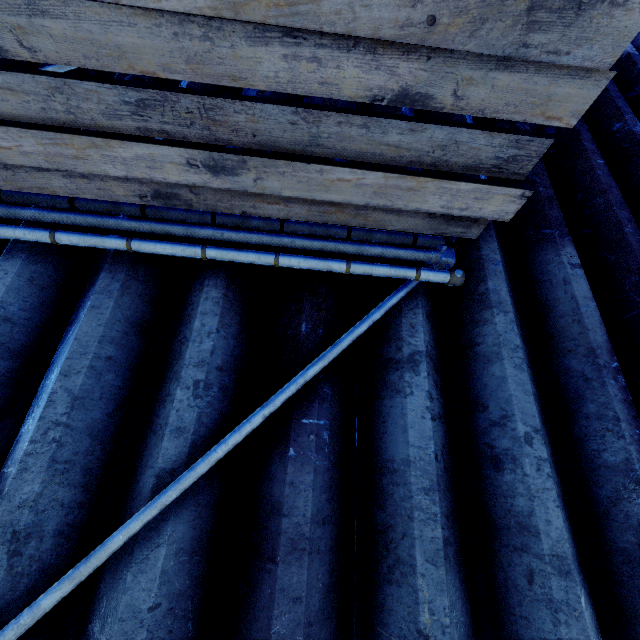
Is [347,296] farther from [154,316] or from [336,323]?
[154,316]
